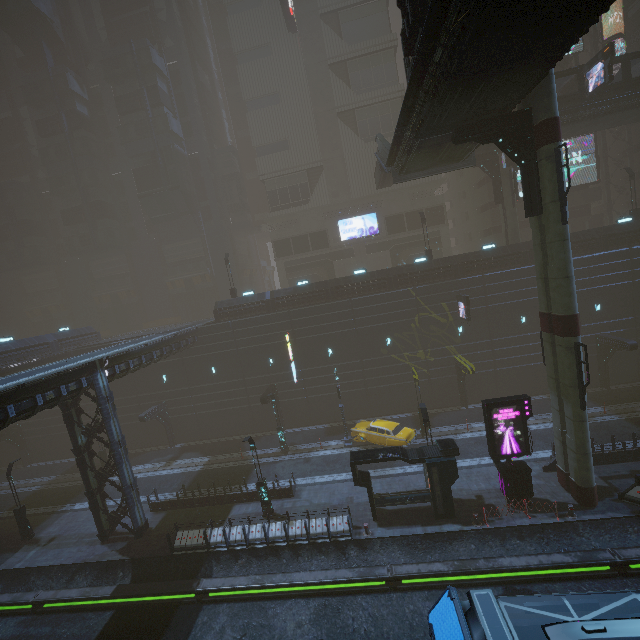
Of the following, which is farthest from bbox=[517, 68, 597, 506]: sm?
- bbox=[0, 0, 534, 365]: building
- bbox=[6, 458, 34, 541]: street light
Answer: bbox=[6, 458, 34, 541]: street light

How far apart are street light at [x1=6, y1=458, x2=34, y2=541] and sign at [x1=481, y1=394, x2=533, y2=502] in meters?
31.3 m

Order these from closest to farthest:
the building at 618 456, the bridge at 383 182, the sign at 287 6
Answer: the building at 618 456
the bridge at 383 182
the sign at 287 6

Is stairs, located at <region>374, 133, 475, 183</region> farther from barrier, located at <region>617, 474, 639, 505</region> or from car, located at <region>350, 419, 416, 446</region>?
barrier, located at <region>617, 474, 639, 505</region>

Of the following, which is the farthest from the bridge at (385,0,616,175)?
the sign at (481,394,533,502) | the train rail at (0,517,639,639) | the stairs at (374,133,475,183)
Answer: the train rail at (0,517,639,639)

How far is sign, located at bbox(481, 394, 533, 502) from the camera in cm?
1692

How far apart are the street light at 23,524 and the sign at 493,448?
31.34m

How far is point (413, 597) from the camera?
14.86m
